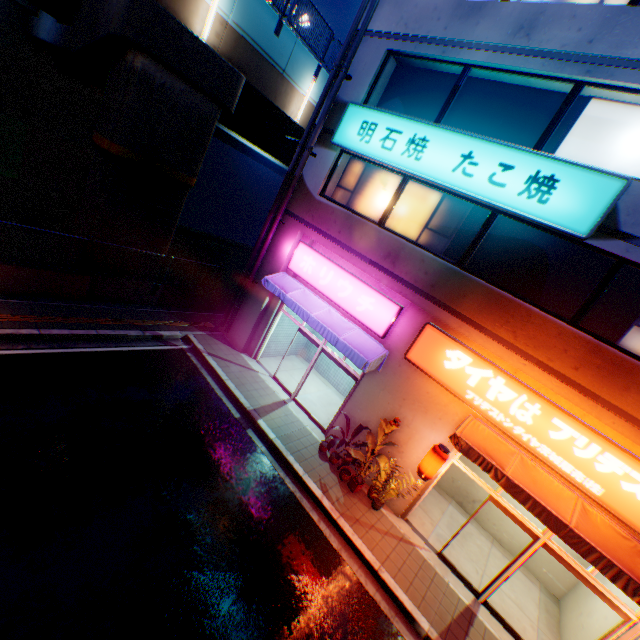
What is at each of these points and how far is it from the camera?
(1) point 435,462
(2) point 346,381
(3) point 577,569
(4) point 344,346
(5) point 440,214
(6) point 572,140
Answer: (1) street lamp, 7.9 meters
(2) building, 13.9 meters
(3) door, 6.9 meters
(4) awning, 9.5 meters
(5) window glass, 9.2 meters
(6) window glass, 7.5 meters

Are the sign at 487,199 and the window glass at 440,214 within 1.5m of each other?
yes

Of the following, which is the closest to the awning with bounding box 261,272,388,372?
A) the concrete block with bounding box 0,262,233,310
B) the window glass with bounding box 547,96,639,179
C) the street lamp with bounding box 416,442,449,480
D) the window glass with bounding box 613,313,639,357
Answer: the street lamp with bounding box 416,442,449,480

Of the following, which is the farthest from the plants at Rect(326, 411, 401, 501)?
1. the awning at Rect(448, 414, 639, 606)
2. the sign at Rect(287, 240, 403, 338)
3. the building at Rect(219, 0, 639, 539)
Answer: the sign at Rect(287, 240, 403, 338)

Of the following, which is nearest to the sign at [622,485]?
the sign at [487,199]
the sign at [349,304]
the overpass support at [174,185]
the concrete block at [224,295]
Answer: the sign at [349,304]

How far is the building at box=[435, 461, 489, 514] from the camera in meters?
10.8 m

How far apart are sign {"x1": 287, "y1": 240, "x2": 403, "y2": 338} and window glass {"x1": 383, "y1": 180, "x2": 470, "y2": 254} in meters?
1.6

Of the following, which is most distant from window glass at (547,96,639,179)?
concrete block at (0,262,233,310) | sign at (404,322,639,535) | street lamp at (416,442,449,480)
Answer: concrete block at (0,262,233,310)
